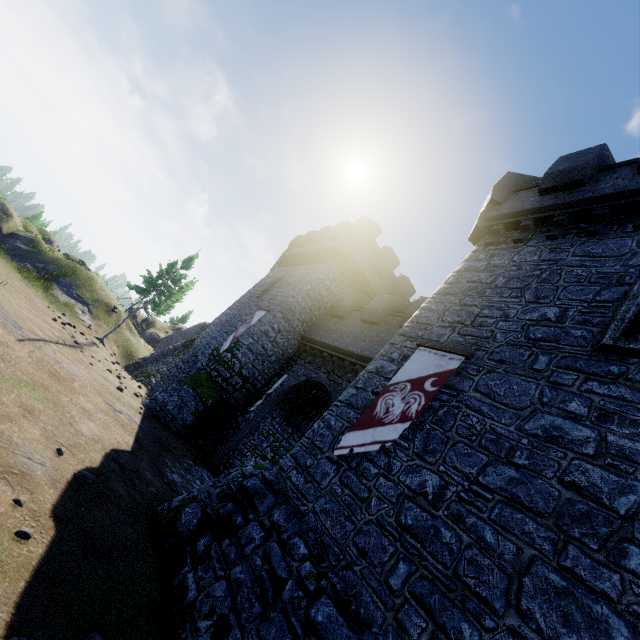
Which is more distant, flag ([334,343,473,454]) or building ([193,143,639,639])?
flag ([334,343,473,454])

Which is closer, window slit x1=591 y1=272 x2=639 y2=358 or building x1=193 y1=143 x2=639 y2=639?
building x1=193 y1=143 x2=639 y2=639

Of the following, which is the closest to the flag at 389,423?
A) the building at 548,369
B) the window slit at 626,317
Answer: the building at 548,369

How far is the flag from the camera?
7.56m

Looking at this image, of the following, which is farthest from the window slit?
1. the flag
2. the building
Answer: the flag

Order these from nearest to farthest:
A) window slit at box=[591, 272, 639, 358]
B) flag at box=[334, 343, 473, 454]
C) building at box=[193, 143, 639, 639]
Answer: building at box=[193, 143, 639, 639]
window slit at box=[591, 272, 639, 358]
flag at box=[334, 343, 473, 454]

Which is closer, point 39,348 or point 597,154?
point 597,154
